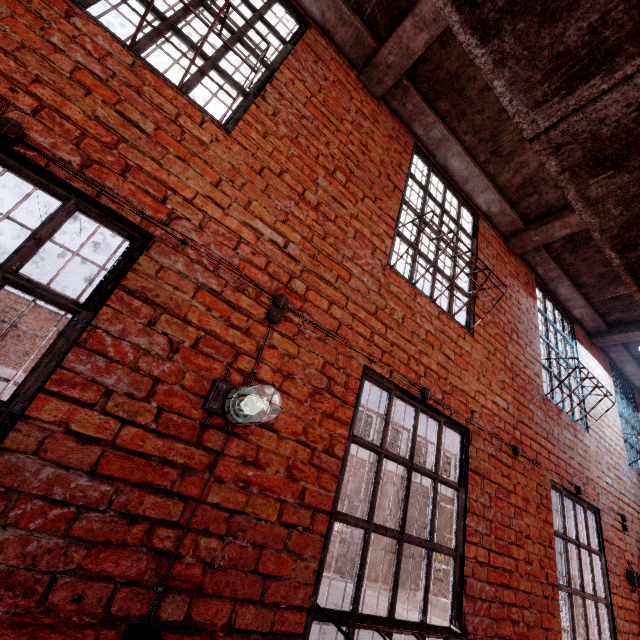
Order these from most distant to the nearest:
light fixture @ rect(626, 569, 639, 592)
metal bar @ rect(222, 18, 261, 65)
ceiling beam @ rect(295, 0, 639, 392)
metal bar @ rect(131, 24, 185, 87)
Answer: light fixture @ rect(626, 569, 639, 592) → ceiling beam @ rect(295, 0, 639, 392) → metal bar @ rect(222, 18, 261, 65) → metal bar @ rect(131, 24, 185, 87)

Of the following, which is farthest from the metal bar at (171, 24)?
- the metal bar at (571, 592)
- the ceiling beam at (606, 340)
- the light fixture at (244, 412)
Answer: the metal bar at (571, 592)

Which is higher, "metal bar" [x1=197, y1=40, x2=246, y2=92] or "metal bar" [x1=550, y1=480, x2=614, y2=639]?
"metal bar" [x1=197, y1=40, x2=246, y2=92]

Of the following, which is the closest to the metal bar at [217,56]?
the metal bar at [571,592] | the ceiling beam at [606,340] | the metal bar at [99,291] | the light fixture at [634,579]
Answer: the ceiling beam at [606,340]

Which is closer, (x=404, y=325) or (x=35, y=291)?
(x=35, y=291)

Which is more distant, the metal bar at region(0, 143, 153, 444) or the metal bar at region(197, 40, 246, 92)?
the metal bar at region(197, 40, 246, 92)

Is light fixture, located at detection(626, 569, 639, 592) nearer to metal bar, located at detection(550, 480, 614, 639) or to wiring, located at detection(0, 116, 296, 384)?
metal bar, located at detection(550, 480, 614, 639)

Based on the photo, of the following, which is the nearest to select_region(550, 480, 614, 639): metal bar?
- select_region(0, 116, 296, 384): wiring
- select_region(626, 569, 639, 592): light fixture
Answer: select_region(626, 569, 639, 592): light fixture
